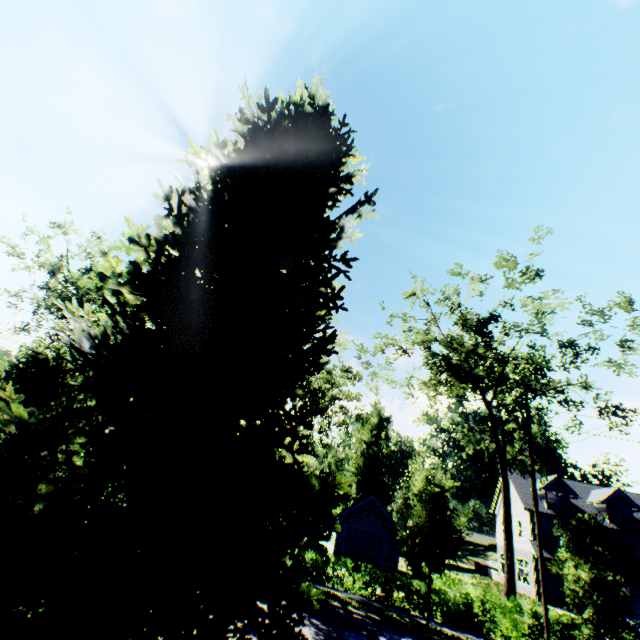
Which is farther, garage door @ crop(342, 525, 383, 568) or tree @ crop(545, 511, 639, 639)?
garage door @ crop(342, 525, 383, 568)

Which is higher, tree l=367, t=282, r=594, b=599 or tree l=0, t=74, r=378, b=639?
tree l=367, t=282, r=594, b=599

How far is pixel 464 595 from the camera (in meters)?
16.98

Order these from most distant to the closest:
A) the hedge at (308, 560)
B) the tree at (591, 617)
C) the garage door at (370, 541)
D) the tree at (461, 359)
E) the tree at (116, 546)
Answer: the garage door at (370, 541)
the tree at (461, 359)
the hedge at (308, 560)
the tree at (591, 617)
the tree at (116, 546)

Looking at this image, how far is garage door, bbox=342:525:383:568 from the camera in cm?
2650

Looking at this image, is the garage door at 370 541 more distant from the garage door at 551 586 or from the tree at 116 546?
the garage door at 551 586

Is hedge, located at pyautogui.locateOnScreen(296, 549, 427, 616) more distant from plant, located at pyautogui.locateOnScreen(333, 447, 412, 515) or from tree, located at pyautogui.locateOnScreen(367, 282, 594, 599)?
plant, located at pyautogui.locateOnScreen(333, 447, 412, 515)

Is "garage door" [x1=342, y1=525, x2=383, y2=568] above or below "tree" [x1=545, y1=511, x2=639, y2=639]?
below
